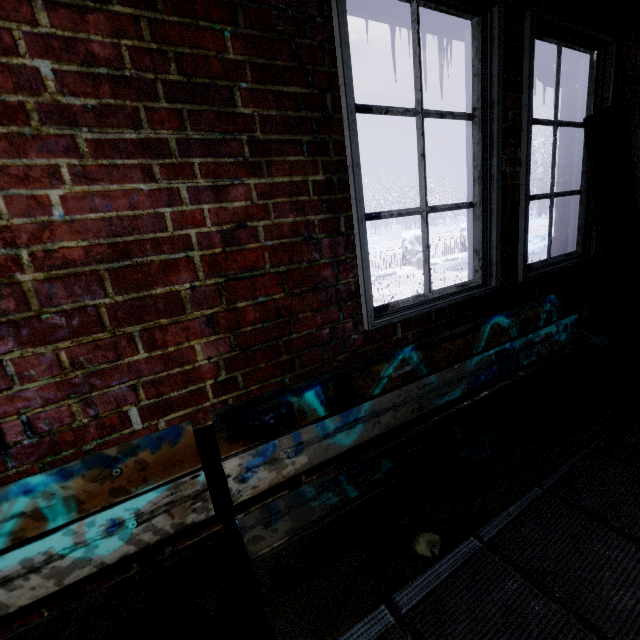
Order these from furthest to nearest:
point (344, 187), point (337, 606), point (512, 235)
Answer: point (512, 235)
point (344, 187)
point (337, 606)

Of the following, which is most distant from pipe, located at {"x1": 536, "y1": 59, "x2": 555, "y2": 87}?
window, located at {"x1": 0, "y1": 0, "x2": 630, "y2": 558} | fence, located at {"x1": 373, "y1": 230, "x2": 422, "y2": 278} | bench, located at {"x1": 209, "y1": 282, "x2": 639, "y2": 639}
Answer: fence, located at {"x1": 373, "y1": 230, "x2": 422, "y2": 278}

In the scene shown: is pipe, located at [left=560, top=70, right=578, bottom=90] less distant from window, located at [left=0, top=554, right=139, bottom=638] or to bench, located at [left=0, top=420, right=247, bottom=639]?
window, located at [left=0, top=554, right=139, bottom=638]

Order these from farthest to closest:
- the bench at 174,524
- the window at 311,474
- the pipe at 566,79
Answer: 1. the pipe at 566,79
2. the window at 311,474
3. the bench at 174,524

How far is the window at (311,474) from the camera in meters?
1.4

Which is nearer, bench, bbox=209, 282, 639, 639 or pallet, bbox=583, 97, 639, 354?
bench, bbox=209, 282, 639, 639

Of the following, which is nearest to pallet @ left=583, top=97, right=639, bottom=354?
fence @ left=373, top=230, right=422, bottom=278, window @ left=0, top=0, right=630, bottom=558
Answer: window @ left=0, top=0, right=630, bottom=558

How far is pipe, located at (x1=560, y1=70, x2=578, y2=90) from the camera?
2.18m
